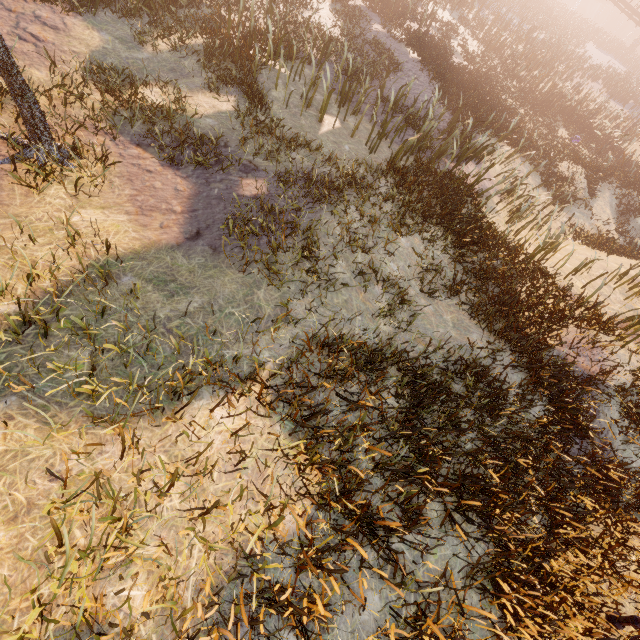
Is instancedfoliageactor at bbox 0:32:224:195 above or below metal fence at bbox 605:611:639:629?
above

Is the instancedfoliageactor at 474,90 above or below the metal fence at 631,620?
above

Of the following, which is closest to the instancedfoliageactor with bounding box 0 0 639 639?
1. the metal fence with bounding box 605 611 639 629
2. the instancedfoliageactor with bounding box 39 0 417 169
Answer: the metal fence with bounding box 605 611 639 629

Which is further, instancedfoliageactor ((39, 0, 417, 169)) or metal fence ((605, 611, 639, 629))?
instancedfoliageactor ((39, 0, 417, 169))

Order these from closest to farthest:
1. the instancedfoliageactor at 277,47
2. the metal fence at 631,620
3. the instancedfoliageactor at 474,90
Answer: the instancedfoliageactor at 474,90
the metal fence at 631,620
the instancedfoliageactor at 277,47

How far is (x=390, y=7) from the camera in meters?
16.8
